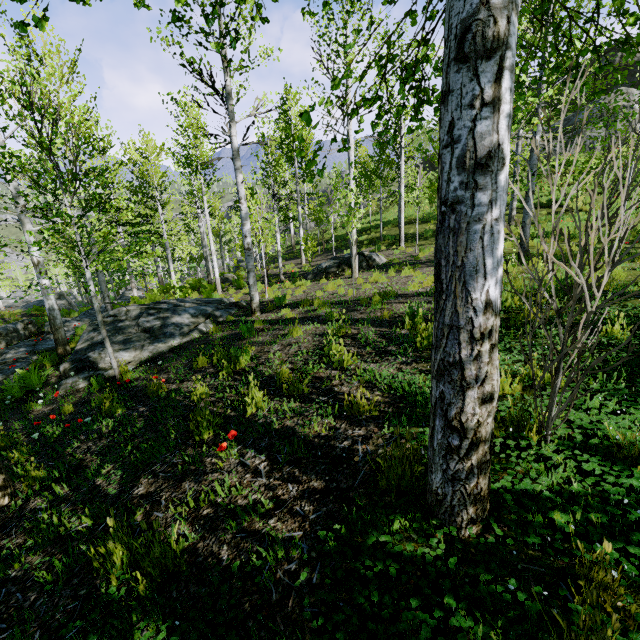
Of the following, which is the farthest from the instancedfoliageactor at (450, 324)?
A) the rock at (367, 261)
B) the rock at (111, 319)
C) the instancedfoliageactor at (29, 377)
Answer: the rock at (367, 261)

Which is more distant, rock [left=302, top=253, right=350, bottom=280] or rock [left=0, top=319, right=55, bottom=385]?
rock [left=302, top=253, right=350, bottom=280]

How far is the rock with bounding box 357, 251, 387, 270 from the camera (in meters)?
13.77

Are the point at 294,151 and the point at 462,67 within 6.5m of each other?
no

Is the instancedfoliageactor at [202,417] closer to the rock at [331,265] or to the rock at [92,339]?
the rock at [92,339]

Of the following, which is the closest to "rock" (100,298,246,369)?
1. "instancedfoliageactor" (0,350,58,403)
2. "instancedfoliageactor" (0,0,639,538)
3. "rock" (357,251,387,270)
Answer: "instancedfoliageactor" (0,350,58,403)

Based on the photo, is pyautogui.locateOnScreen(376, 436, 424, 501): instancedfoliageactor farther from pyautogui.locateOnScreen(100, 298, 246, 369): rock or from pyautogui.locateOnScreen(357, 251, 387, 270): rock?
pyautogui.locateOnScreen(357, 251, 387, 270): rock

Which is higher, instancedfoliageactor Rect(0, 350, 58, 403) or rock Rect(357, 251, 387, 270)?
rock Rect(357, 251, 387, 270)
